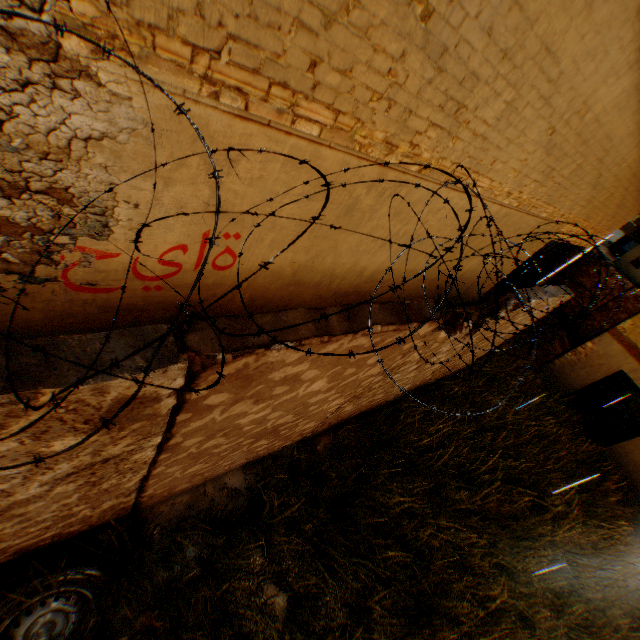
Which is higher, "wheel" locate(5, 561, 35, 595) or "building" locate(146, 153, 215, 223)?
"building" locate(146, 153, 215, 223)

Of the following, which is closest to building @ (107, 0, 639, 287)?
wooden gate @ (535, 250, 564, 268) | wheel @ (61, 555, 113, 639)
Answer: wooden gate @ (535, 250, 564, 268)

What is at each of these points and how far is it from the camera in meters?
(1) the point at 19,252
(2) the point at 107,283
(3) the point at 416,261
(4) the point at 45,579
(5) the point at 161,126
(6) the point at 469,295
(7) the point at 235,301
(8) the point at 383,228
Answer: (1) building, 2.6
(2) building, 3.3
(3) building, 6.2
(4) wheel, 2.6
(5) building, 2.3
(6) building, 10.0
(7) building, 4.5
(8) building, 4.8

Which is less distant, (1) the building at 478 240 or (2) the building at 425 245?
(2) the building at 425 245

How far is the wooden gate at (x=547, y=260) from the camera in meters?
11.6

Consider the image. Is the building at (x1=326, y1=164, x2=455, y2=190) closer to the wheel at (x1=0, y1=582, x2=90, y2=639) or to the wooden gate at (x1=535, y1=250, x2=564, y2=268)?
the wooden gate at (x1=535, y1=250, x2=564, y2=268)
